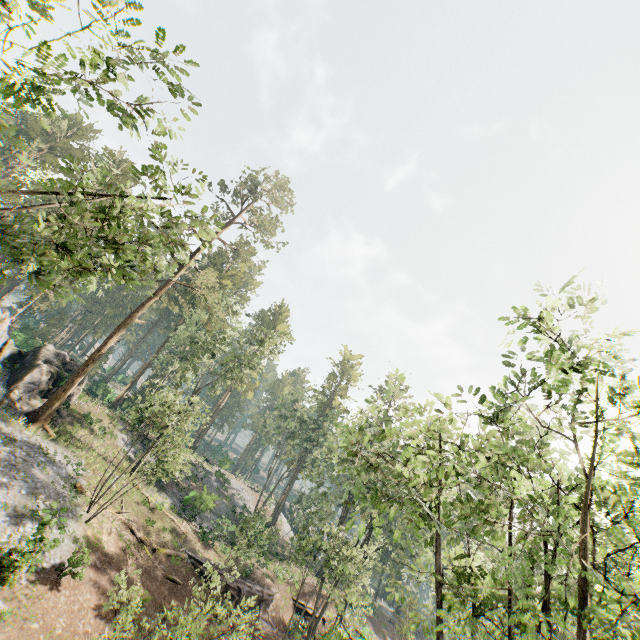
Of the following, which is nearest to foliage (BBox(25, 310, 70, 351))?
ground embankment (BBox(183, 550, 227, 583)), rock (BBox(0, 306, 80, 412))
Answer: rock (BBox(0, 306, 80, 412))

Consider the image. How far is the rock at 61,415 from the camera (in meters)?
26.57

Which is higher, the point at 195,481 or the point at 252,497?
the point at 252,497

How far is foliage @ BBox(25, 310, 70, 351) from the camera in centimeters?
4965cm

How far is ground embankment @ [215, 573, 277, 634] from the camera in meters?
25.1 m

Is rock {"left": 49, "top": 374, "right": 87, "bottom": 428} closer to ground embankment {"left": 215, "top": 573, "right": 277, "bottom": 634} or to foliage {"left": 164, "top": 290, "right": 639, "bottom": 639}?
foliage {"left": 164, "top": 290, "right": 639, "bottom": 639}

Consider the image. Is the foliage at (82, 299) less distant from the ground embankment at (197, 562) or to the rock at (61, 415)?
the rock at (61, 415)

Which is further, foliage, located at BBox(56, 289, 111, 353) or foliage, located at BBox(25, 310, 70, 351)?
foliage, located at BBox(56, 289, 111, 353)
